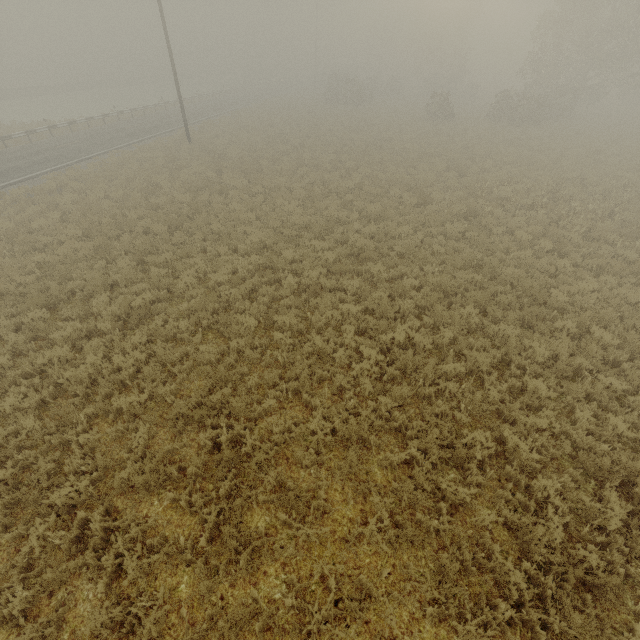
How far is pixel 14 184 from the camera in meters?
17.6
